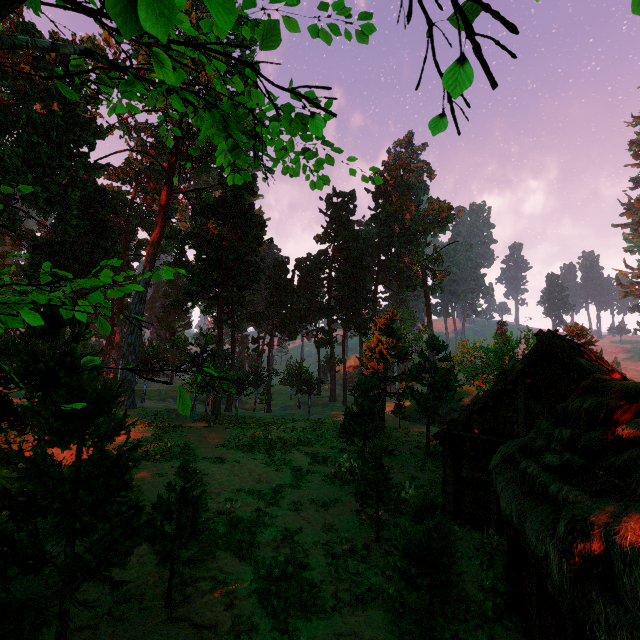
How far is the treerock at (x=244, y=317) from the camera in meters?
42.1

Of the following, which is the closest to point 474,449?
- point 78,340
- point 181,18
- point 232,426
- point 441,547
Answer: point 441,547

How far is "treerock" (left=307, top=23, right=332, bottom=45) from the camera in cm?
387

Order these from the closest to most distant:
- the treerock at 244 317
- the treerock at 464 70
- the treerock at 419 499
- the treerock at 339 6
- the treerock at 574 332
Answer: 1. the treerock at 464 70
2. the treerock at 339 6
3. the treerock at 419 499
4. the treerock at 574 332
5. the treerock at 244 317

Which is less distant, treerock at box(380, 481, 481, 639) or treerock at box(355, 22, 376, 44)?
treerock at box(355, 22, 376, 44)
